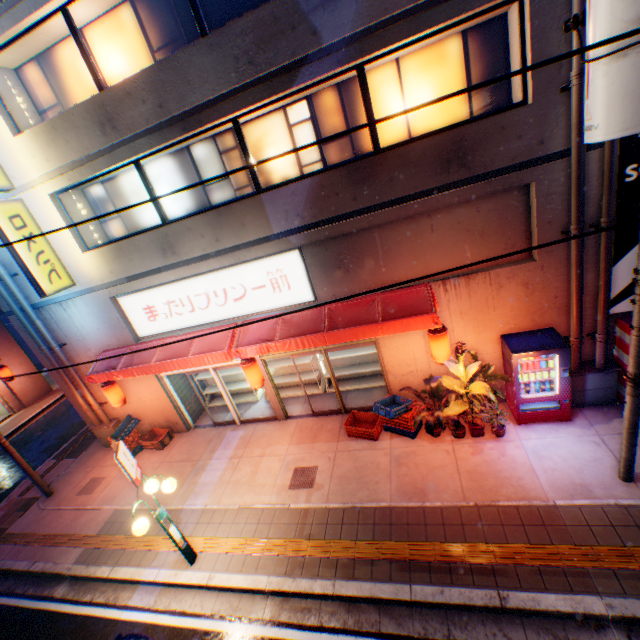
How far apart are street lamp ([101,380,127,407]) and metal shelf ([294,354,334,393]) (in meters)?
4.18

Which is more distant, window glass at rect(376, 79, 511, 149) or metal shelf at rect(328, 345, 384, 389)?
metal shelf at rect(328, 345, 384, 389)

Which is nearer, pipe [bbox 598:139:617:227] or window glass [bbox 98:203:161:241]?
pipe [bbox 598:139:617:227]

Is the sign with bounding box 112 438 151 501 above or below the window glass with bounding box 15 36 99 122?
below

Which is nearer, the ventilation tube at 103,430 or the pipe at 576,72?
the pipe at 576,72

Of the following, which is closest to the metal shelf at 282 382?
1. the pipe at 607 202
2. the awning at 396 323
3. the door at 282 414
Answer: the door at 282 414

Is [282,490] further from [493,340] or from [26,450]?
[26,450]

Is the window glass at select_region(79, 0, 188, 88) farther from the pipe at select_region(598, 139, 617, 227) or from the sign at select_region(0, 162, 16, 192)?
the pipe at select_region(598, 139, 617, 227)
